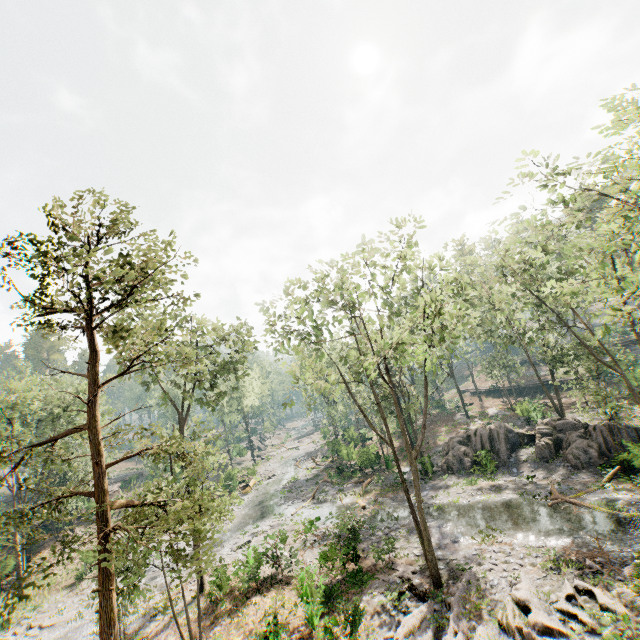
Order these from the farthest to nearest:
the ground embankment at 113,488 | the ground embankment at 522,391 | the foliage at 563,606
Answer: the ground embankment at 522,391 → the ground embankment at 113,488 → the foliage at 563,606

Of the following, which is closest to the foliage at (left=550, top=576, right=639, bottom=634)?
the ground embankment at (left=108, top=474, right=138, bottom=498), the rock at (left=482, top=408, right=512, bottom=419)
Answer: the ground embankment at (left=108, top=474, right=138, bottom=498)

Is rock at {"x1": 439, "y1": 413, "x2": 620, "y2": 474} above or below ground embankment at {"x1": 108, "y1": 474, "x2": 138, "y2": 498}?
below

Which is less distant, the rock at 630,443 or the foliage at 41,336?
the foliage at 41,336

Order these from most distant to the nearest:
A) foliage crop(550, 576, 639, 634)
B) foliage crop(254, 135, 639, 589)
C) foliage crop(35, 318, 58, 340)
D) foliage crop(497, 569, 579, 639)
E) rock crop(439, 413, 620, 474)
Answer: rock crop(439, 413, 620, 474)
foliage crop(254, 135, 639, 589)
foliage crop(497, 569, 579, 639)
foliage crop(550, 576, 639, 634)
foliage crop(35, 318, 58, 340)

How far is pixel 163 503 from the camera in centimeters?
1478cm

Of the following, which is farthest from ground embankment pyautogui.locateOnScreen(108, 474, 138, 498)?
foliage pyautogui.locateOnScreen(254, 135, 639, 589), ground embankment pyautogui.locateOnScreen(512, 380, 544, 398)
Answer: ground embankment pyautogui.locateOnScreen(512, 380, 544, 398)
